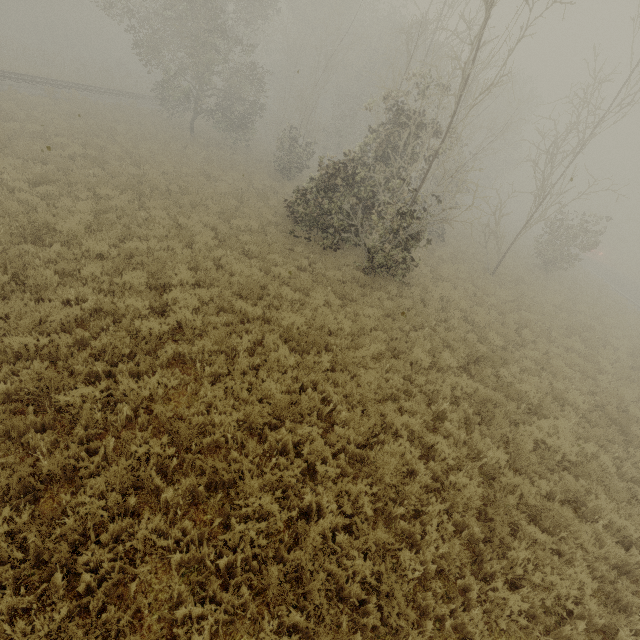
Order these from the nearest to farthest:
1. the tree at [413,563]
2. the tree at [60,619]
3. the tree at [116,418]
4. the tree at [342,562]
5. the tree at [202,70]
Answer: the tree at [60,619]
the tree at [342,562]
the tree at [413,563]
the tree at [116,418]
the tree at [202,70]

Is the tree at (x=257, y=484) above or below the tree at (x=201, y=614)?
above

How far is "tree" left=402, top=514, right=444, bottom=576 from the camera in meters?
4.4 m

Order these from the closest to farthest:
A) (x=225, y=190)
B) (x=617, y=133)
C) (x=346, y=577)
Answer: (x=346, y=577)
(x=225, y=190)
(x=617, y=133)

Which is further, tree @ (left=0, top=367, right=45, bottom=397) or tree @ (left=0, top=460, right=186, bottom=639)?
tree @ (left=0, top=367, right=45, bottom=397)
